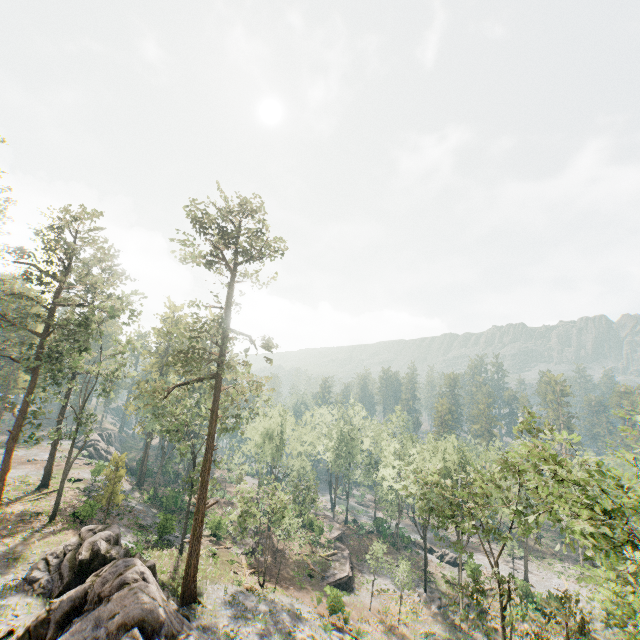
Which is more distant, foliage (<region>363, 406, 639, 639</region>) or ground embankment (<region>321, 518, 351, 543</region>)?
ground embankment (<region>321, 518, 351, 543</region>)

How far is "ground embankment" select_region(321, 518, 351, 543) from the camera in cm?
5138

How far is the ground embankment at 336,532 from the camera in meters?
51.4 m

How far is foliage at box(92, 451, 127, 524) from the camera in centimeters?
3203cm

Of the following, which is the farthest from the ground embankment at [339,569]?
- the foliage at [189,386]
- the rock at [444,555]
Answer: the foliage at [189,386]

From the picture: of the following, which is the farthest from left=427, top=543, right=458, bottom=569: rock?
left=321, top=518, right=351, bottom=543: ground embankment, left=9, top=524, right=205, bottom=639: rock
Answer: left=9, top=524, right=205, bottom=639: rock

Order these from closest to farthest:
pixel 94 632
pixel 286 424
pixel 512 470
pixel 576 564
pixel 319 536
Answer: pixel 94 632, pixel 319 536, pixel 512 470, pixel 286 424, pixel 576 564

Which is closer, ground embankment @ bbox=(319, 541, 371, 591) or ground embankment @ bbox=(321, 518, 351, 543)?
ground embankment @ bbox=(319, 541, 371, 591)
